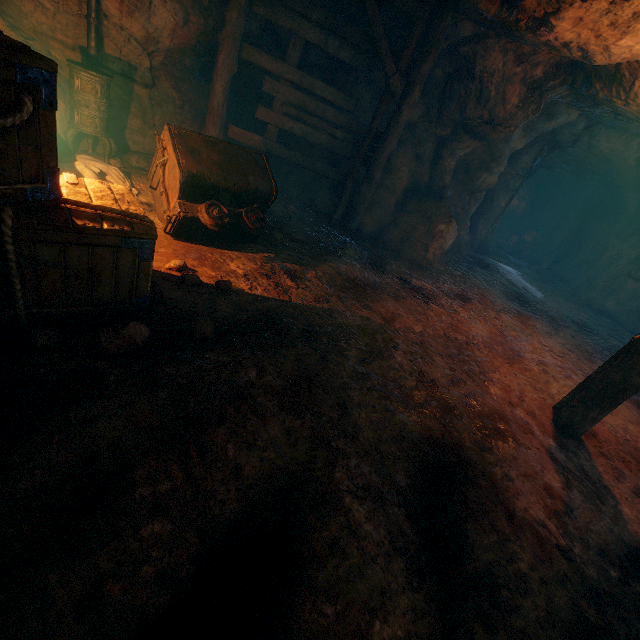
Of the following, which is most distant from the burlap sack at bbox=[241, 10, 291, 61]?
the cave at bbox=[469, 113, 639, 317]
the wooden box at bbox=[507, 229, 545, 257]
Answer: the wooden box at bbox=[507, 229, 545, 257]

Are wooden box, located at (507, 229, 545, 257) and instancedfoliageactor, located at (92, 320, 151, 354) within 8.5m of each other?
no

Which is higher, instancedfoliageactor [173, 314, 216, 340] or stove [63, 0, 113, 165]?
stove [63, 0, 113, 165]

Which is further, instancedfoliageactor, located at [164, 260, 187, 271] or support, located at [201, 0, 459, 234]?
support, located at [201, 0, 459, 234]

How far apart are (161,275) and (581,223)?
20.2m

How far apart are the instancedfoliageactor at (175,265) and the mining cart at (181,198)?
0.6 meters

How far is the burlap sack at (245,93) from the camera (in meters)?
7.27

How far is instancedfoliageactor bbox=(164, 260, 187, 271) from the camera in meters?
3.7 m
